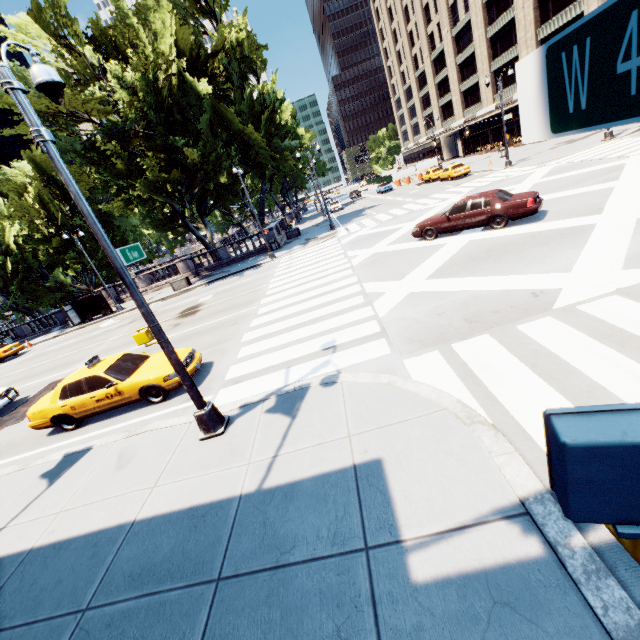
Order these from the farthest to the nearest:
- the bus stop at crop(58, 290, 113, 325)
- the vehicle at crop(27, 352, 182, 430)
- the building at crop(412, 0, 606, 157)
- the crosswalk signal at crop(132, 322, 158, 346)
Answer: the building at crop(412, 0, 606, 157), the bus stop at crop(58, 290, 113, 325), the vehicle at crop(27, 352, 182, 430), the crosswalk signal at crop(132, 322, 158, 346)

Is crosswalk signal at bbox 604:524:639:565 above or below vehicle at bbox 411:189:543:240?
above

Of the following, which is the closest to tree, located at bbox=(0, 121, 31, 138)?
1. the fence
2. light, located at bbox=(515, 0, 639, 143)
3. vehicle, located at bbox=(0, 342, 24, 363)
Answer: vehicle, located at bbox=(0, 342, 24, 363)

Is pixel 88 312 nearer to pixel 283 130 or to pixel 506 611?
pixel 283 130

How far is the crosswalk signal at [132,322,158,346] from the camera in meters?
6.2 m

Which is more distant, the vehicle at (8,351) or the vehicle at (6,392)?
the vehicle at (8,351)

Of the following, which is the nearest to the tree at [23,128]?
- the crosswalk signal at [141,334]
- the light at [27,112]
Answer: the light at [27,112]

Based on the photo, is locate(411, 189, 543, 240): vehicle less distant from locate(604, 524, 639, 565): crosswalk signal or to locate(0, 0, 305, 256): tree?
locate(604, 524, 639, 565): crosswalk signal
